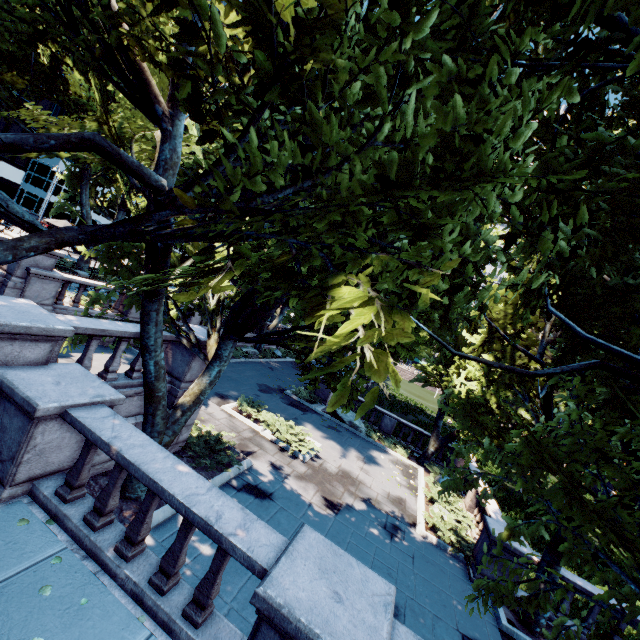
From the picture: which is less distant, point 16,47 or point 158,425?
point 158,425

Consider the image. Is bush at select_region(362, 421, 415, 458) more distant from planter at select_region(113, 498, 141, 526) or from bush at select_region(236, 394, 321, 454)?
planter at select_region(113, 498, 141, 526)

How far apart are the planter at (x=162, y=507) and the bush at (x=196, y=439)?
0.0 meters

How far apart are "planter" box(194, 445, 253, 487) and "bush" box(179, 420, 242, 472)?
0.01m

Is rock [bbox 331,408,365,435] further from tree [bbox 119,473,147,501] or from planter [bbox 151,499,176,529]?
planter [bbox 151,499,176,529]

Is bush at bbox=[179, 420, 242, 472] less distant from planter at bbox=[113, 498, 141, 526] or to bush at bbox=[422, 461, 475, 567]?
planter at bbox=[113, 498, 141, 526]

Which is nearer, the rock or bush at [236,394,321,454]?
bush at [236,394,321,454]
